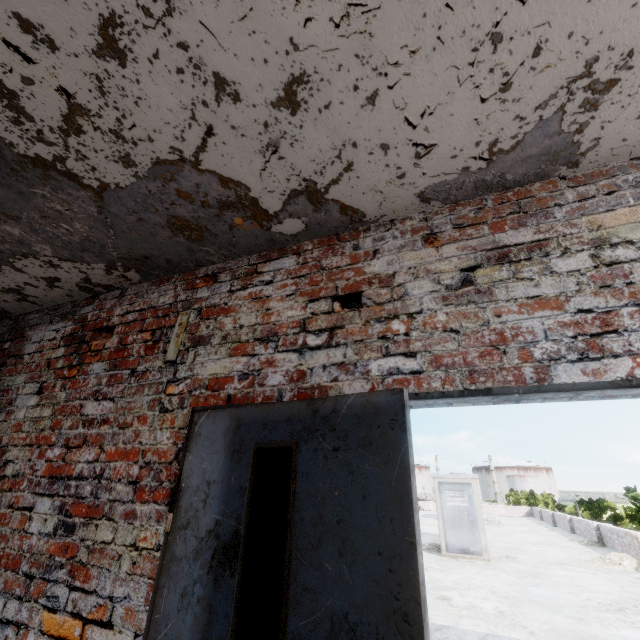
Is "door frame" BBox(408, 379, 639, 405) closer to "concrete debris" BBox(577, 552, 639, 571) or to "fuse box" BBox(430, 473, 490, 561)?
"fuse box" BBox(430, 473, 490, 561)

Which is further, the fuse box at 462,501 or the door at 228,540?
the fuse box at 462,501

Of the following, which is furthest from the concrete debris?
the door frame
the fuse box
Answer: the door frame

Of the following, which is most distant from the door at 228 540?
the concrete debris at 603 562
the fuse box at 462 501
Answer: the concrete debris at 603 562

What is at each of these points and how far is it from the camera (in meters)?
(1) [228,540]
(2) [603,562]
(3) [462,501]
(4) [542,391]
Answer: (1) door, 1.31
(2) concrete debris, 9.51
(3) fuse box, 10.36
(4) door frame, 1.18

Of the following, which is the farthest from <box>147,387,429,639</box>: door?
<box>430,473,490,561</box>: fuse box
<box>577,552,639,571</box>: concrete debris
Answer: <box>577,552,639,571</box>: concrete debris

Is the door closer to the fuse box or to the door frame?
the door frame

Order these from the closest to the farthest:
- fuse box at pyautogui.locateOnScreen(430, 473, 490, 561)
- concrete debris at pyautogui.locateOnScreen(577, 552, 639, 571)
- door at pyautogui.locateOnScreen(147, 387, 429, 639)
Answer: door at pyautogui.locateOnScreen(147, 387, 429, 639)
concrete debris at pyautogui.locateOnScreen(577, 552, 639, 571)
fuse box at pyautogui.locateOnScreen(430, 473, 490, 561)
